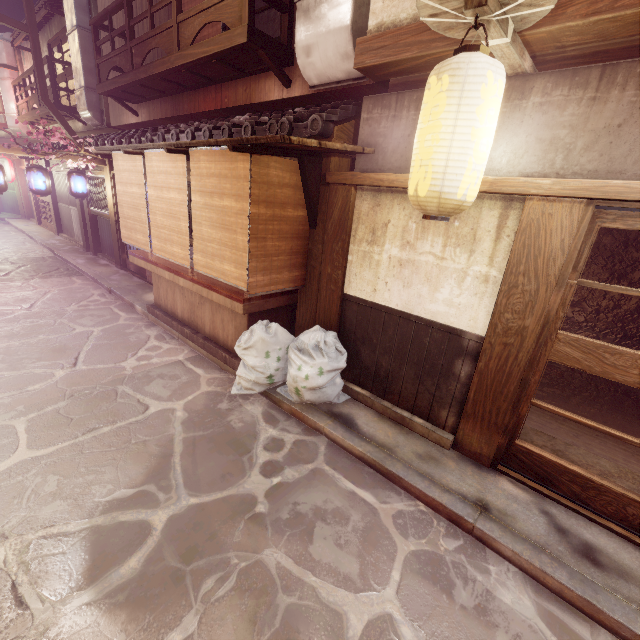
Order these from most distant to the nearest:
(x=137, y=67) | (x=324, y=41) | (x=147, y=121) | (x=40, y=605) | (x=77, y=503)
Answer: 1. (x=147, y=121)
2. (x=137, y=67)
3. (x=324, y=41)
4. (x=77, y=503)
5. (x=40, y=605)

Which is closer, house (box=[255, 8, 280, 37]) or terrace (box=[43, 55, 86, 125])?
house (box=[255, 8, 280, 37])

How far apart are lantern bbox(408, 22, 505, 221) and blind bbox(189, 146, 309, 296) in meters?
3.1

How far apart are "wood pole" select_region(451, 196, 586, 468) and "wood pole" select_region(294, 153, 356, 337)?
3.4 meters

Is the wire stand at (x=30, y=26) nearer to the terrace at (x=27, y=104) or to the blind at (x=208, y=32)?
the blind at (x=208, y=32)

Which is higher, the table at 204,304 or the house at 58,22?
the house at 58,22

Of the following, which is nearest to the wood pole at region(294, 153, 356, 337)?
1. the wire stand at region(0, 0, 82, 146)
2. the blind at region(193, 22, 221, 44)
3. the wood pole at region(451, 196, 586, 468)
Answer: the wood pole at region(451, 196, 586, 468)

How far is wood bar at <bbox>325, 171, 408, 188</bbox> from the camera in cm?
643
